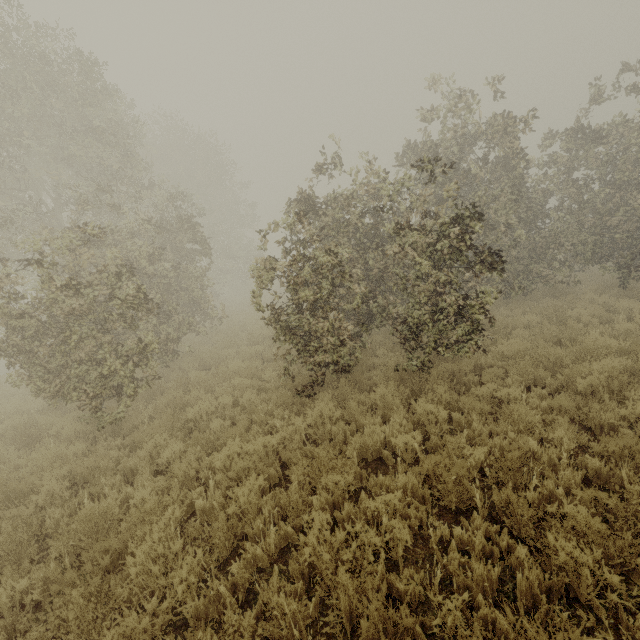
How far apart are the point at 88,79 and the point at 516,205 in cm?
1461
